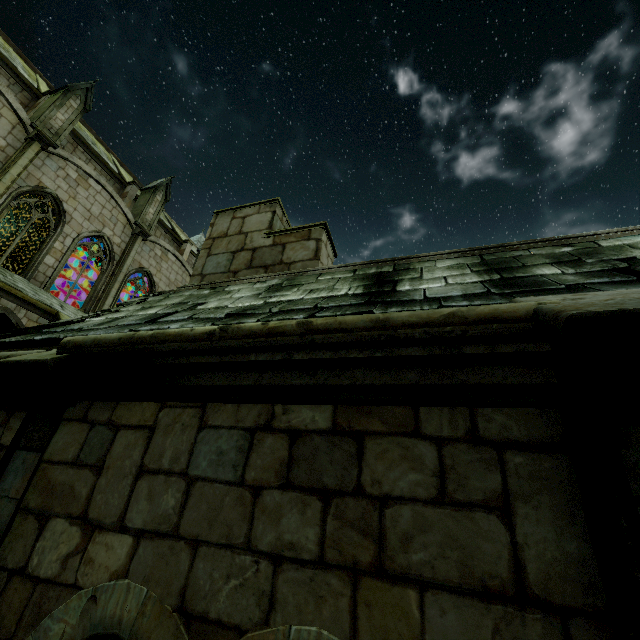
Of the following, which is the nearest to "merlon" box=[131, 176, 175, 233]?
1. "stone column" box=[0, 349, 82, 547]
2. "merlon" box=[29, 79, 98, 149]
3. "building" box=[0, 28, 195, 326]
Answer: "building" box=[0, 28, 195, 326]

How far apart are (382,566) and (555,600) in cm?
63

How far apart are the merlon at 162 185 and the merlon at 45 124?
4.6m

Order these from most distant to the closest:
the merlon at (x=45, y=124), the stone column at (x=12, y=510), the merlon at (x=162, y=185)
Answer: the merlon at (x=162, y=185)
the merlon at (x=45, y=124)
the stone column at (x=12, y=510)

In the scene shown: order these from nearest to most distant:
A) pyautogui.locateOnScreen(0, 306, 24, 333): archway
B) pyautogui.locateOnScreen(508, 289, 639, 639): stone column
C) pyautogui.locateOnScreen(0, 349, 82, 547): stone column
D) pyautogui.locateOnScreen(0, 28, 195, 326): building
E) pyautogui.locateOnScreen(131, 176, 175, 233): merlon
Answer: pyautogui.locateOnScreen(508, 289, 639, 639): stone column → pyautogui.locateOnScreen(0, 349, 82, 547): stone column → pyautogui.locateOnScreen(0, 306, 24, 333): archway → pyautogui.locateOnScreen(0, 28, 195, 326): building → pyautogui.locateOnScreen(131, 176, 175, 233): merlon

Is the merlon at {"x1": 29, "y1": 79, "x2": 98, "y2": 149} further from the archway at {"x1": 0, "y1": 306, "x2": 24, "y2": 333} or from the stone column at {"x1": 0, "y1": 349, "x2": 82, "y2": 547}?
the stone column at {"x1": 0, "y1": 349, "x2": 82, "y2": 547}

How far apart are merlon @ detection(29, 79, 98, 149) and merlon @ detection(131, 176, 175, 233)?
4.6m

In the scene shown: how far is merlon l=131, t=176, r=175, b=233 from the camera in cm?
1988
